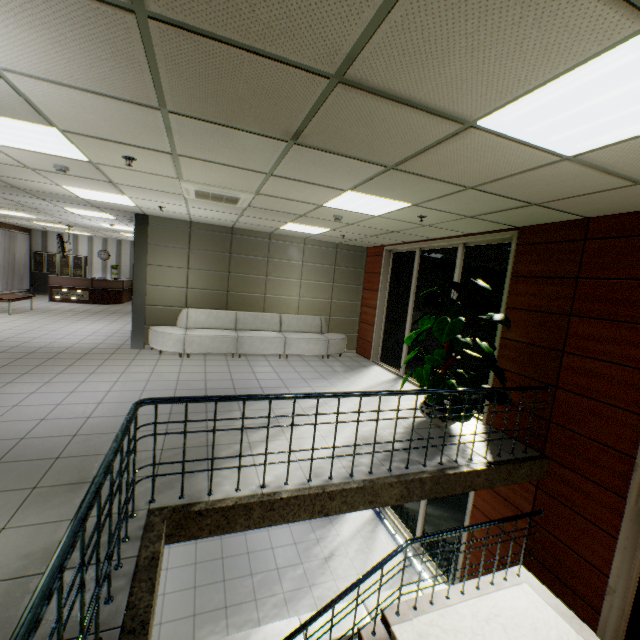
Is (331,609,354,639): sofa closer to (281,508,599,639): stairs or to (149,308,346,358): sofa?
(281,508,599,639): stairs

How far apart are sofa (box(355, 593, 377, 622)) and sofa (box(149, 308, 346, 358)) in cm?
503

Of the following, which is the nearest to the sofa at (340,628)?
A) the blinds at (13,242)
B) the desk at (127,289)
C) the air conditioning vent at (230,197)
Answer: the air conditioning vent at (230,197)

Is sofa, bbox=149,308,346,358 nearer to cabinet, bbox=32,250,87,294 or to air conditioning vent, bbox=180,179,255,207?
air conditioning vent, bbox=180,179,255,207

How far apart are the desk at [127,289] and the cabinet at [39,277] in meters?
1.4

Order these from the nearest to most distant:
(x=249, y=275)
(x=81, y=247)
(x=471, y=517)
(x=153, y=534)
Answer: (x=153, y=534), (x=471, y=517), (x=249, y=275), (x=81, y=247)

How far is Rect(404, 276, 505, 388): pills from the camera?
4.6 meters

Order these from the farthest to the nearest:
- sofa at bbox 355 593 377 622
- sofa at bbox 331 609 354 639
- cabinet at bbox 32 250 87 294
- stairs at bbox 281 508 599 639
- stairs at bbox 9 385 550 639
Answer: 1. cabinet at bbox 32 250 87 294
2. sofa at bbox 355 593 377 622
3. sofa at bbox 331 609 354 639
4. stairs at bbox 281 508 599 639
5. stairs at bbox 9 385 550 639
